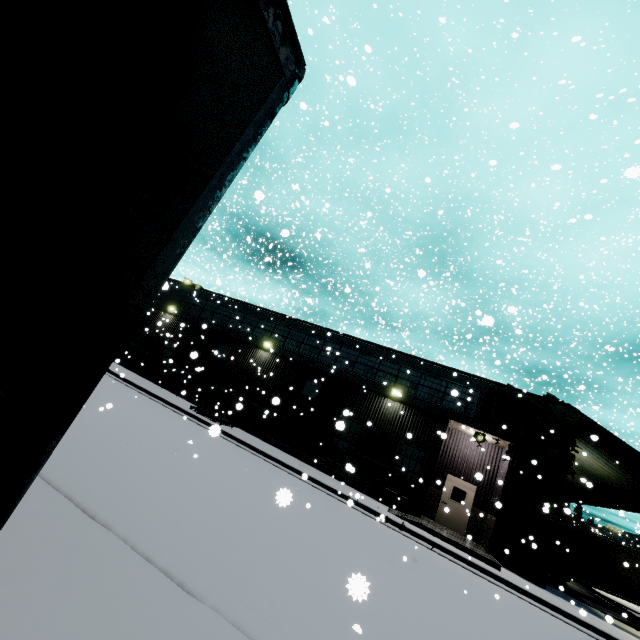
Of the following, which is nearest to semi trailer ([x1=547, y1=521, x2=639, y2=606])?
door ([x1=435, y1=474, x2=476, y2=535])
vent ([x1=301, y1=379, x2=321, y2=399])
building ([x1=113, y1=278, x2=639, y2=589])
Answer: building ([x1=113, y1=278, x2=639, y2=589])

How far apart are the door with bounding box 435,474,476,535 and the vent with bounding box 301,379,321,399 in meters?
8.0

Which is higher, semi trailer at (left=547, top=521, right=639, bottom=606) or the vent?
the vent

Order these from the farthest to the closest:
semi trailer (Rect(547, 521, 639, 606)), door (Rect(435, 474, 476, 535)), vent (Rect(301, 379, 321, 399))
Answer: vent (Rect(301, 379, 321, 399)) → semi trailer (Rect(547, 521, 639, 606)) → door (Rect(435, 474, 476, 535))

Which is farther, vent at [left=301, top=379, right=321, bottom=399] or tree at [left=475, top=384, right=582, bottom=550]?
vent at [left=301, top=379, right=321, bottom=399]

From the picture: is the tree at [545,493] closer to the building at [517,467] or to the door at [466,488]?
the building at [517,467]

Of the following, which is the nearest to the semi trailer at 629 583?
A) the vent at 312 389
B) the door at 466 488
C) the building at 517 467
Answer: the building at 517 467

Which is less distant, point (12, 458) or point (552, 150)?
point (12, 458)
